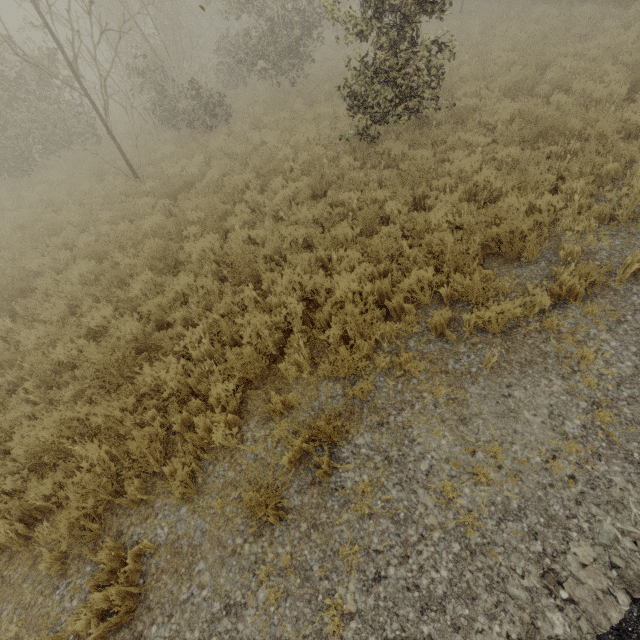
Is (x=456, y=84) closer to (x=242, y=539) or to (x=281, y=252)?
(x=281, y=252)
